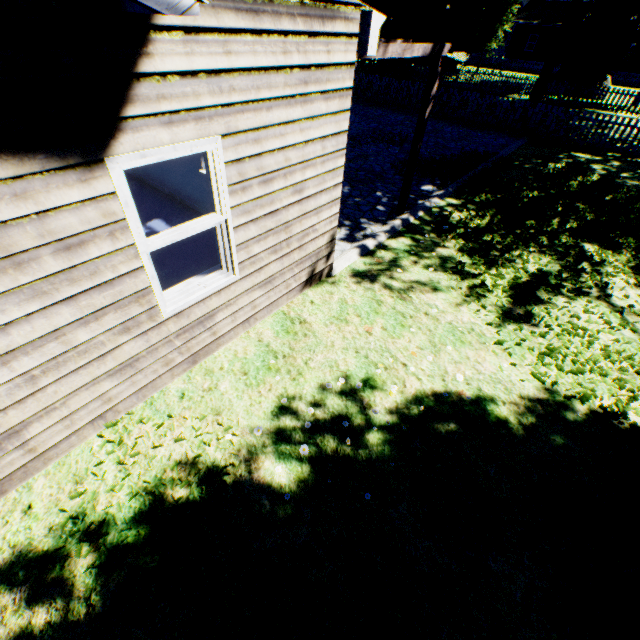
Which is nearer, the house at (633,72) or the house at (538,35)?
the house at (633,72)

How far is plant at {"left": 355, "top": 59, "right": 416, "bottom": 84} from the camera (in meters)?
21.77

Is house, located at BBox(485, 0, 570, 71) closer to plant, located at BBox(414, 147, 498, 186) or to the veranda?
plant, located at BBox(414, 147, 498, 186)

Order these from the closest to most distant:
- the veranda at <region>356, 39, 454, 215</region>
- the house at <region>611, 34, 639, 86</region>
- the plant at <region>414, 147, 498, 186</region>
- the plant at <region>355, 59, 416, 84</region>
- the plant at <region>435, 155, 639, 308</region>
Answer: the veranda at <region>356, 39, 454, 215</region> → the plant at <region>435, 155, 639, 308</region> → the plant at <region>414, 147, 498, 186</region> → the plant at <region>355, 59, 416, 84</region> → the house at <region>611, 34, 639, 86</region>

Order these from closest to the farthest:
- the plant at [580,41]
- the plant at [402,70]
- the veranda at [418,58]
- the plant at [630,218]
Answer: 1. the veranda at [418,58]
2. the plant at [630,218]
3. the plant at [580,41]
4. the plant at [402,70]

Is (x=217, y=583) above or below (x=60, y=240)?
below

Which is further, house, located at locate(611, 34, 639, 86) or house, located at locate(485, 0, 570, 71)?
house, located at locate(485, 0, 570, 71)

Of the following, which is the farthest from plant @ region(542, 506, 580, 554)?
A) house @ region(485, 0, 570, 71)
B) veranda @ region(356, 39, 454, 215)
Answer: veranda @ region(356, 39, 454, 215)
